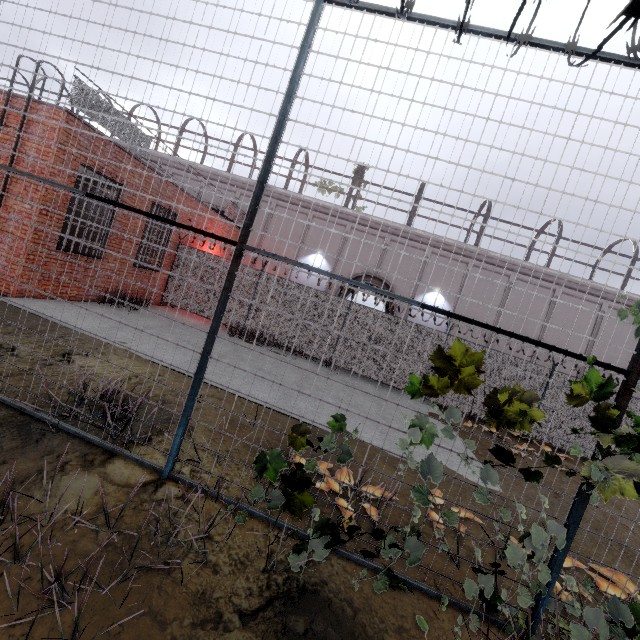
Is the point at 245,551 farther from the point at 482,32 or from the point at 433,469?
the point at 482,32

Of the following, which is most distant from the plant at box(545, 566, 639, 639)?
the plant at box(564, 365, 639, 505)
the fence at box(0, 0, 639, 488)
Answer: the plant at box(564, 365, 639, 505)

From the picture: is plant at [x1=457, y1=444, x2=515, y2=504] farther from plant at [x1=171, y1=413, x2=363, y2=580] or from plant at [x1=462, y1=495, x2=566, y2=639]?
plant at [x1=171, y1=413, x2=363, y2=580]

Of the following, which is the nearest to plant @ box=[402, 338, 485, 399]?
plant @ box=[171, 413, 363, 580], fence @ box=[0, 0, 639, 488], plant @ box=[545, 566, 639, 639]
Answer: fence @ box=[0, 0, 639, 488]

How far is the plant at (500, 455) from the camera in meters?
2.8 m

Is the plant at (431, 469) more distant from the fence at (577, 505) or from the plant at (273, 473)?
the plant at (273, 473)

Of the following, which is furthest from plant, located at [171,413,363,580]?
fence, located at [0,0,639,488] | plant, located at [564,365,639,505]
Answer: plant, located at [564,365,639,505]

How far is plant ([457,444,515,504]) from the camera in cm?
278
